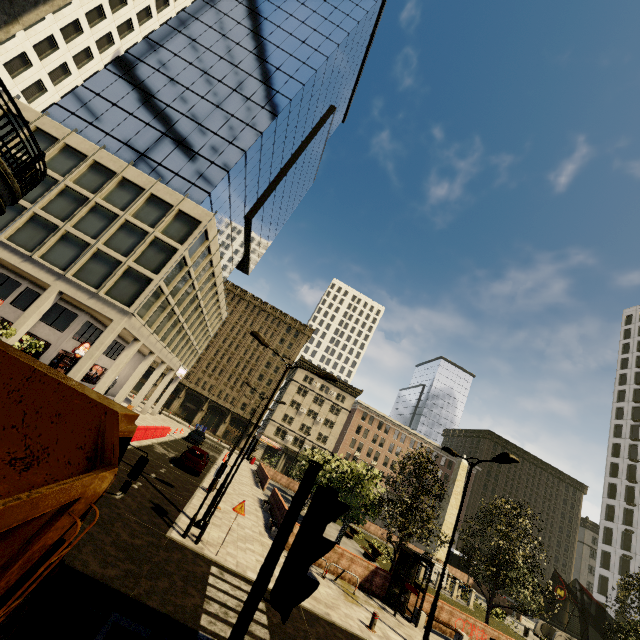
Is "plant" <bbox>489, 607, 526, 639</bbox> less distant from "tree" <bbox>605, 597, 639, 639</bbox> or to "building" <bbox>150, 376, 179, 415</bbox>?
"tree" <bbox>605, 597, 639, 639</bbox>

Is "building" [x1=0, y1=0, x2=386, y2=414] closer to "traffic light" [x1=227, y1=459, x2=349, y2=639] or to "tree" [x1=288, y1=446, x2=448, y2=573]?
"tree" [x1=288, y1=446, x2=448, y2=573]

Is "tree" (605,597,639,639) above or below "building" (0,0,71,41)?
below

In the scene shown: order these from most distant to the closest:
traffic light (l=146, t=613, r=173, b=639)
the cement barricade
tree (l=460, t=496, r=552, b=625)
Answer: the cement barricade
tree (l=460, t=496, r=552, b=625)
traffic light (l=146, t=613, r=173, b=639)

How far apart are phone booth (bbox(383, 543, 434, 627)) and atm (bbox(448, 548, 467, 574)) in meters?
38.1 m

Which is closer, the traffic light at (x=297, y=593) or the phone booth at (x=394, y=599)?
the traffic light at (x=297, y=593)

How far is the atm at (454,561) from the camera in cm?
4544

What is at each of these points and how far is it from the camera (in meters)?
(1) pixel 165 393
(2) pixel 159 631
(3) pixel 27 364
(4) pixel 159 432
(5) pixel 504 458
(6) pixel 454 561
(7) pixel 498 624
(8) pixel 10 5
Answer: (1) building, 43.34
(2) traffic light, 2.08
(3) truck, 3.24
(4) cement barricade, 27.36
(5) street light, 13.40
(6) atm, 45.59
(7) plant, 26.91
(8) building, 12.10
